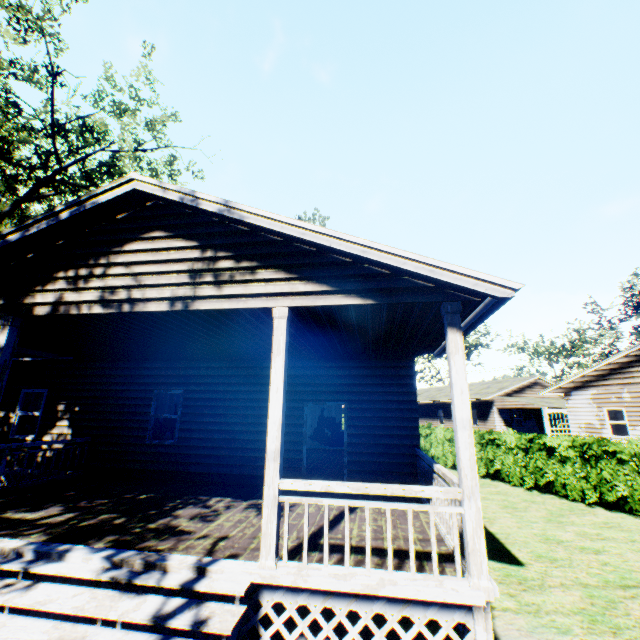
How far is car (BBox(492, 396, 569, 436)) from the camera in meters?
23.8

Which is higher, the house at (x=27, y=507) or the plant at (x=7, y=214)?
the plant at (x=7, y=214)

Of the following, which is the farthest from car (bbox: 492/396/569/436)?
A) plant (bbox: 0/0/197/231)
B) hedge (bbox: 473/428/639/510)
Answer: plant (bbox: 0/0/197/231)

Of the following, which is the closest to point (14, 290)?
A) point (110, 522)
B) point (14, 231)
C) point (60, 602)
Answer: point (14, 231)

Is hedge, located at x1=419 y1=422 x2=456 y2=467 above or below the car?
below

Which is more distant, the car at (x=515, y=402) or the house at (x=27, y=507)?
the car at (x=515, y=402)

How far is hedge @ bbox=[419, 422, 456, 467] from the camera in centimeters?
1805cm

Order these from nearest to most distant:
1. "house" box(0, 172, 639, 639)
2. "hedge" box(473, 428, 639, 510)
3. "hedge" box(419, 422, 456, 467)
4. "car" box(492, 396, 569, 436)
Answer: "house" box(0, 172, 639, 639), "hedge" box(473, 428, 639, 510), "hedge" box(419, 422, 456, 467), "car" box(492, 396, 569, 436)
